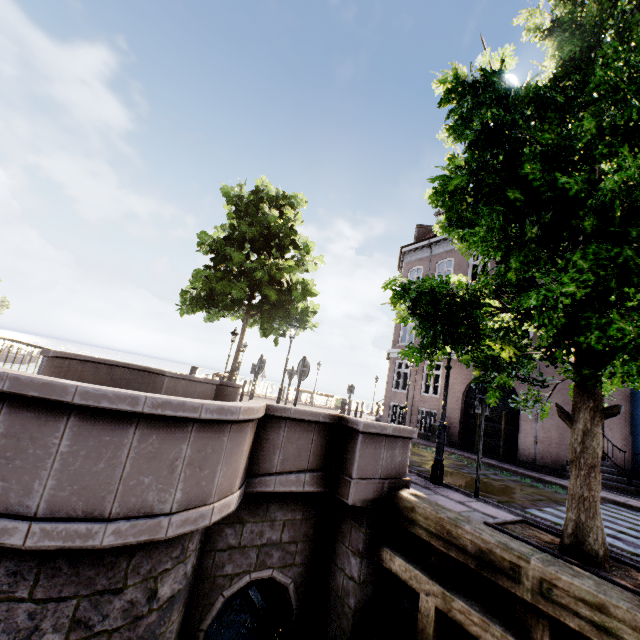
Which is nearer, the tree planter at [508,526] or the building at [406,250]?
the tree planter at [508,526]

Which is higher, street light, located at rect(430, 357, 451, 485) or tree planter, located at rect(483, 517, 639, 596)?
street light, located at rect(430, 357, 451, 485)

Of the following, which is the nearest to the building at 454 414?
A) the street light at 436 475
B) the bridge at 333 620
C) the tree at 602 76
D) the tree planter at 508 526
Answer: the tree at 602 76

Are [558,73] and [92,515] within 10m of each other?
yes

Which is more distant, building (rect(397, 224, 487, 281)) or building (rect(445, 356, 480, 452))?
building (rect(397, 224, 487, 281))

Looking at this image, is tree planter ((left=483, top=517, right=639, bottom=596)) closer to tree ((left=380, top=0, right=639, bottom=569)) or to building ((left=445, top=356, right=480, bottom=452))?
tree ((left=380, top=0, right=639, bottom=569))

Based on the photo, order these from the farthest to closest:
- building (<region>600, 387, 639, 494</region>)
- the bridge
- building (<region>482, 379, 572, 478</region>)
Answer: building (<region>482, 379, 572, 478</region>), building (<region>600, 387, 639, 494</region>), the bridge

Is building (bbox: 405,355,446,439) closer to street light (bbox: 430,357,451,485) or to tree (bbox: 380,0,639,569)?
tree (bbox: 380,0,639,569)
